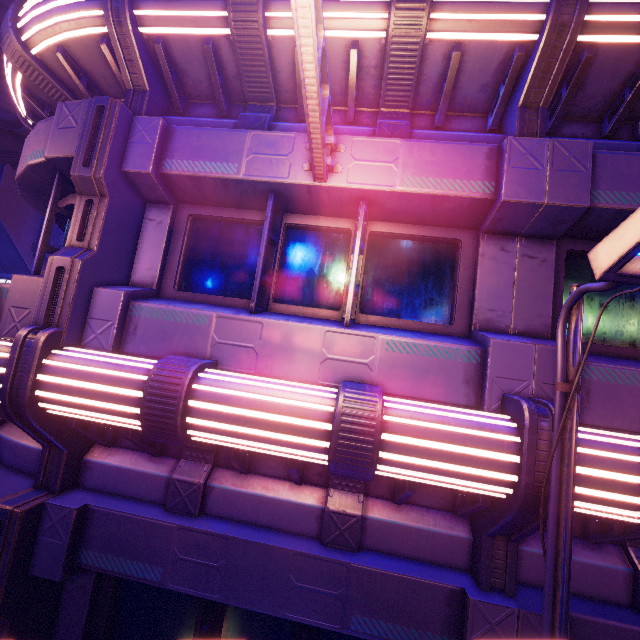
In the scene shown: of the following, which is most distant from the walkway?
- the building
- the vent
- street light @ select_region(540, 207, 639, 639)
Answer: street light @ select_region(540, 207, 639, 639)

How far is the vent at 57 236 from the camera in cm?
2050

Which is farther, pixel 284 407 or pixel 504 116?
pixel 504 116

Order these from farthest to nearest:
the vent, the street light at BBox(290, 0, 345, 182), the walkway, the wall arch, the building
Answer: the wall arch < the vent < the building < the walkway < the street light at BBox(290, 0, 345, 182)

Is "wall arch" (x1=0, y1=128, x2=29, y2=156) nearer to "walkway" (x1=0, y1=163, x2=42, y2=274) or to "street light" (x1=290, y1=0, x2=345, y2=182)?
"walkway" (x1=0, y1=163, x2=42, y2=274)

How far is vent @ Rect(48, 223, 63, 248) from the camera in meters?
20.5 m

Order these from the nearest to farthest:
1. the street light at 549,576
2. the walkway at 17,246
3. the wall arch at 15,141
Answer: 1. the street light at 549,576
2. the walkway at 17,246
3. the wall arch at 15,141

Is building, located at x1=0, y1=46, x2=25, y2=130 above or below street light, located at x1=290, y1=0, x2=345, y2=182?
above
